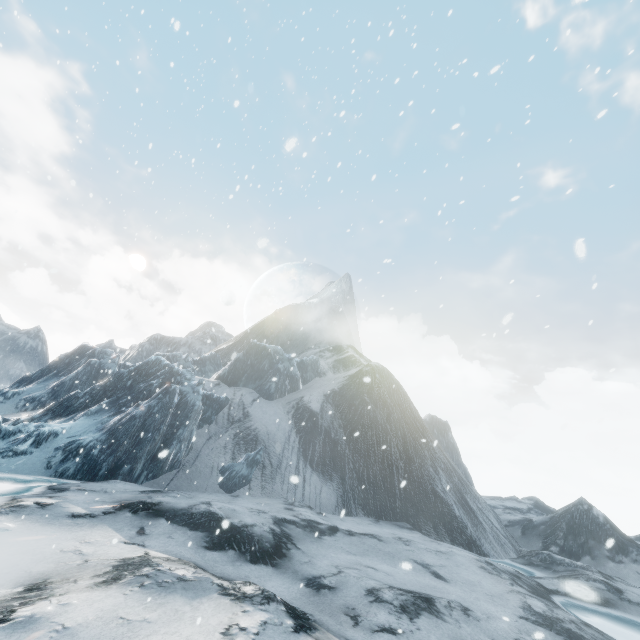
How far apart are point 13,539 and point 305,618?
5.6 meters
